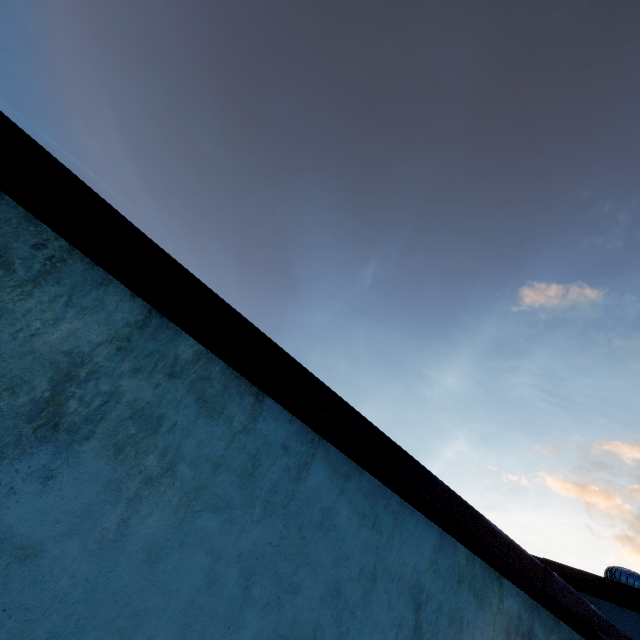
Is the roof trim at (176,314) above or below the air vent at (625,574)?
below

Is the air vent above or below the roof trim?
above

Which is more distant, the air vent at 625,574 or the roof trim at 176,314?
the air vent at 625,574

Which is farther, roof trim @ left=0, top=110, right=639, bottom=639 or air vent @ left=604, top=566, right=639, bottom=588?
air vent @ left=604, top=566, right=639, bottom=588

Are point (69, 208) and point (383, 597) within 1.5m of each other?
no
